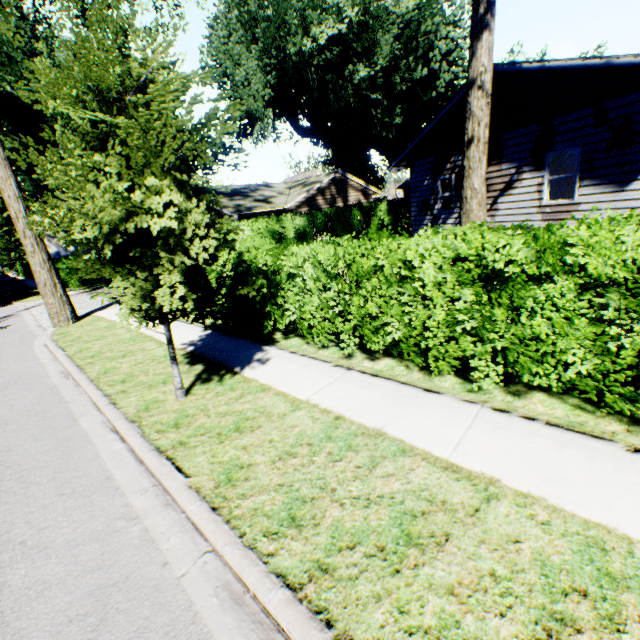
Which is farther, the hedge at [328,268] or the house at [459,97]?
the house at [459,97]

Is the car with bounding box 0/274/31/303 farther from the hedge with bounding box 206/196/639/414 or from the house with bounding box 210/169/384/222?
the house with bounding box 210/169/384/222

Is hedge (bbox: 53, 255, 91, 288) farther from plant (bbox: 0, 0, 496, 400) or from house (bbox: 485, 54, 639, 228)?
house (bbox: 485, 54, 639, 228)

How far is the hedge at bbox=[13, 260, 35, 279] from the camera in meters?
40.9 m

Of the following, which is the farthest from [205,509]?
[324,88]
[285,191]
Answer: [324,88]

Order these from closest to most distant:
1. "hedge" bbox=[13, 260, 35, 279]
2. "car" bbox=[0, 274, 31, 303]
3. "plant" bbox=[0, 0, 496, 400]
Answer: "plant" bbox=[0, 0, 496, 400] < "car" bbox=[0, 274, 31, 303] < "hedge" bbox=[13, 260, 35, 279]
